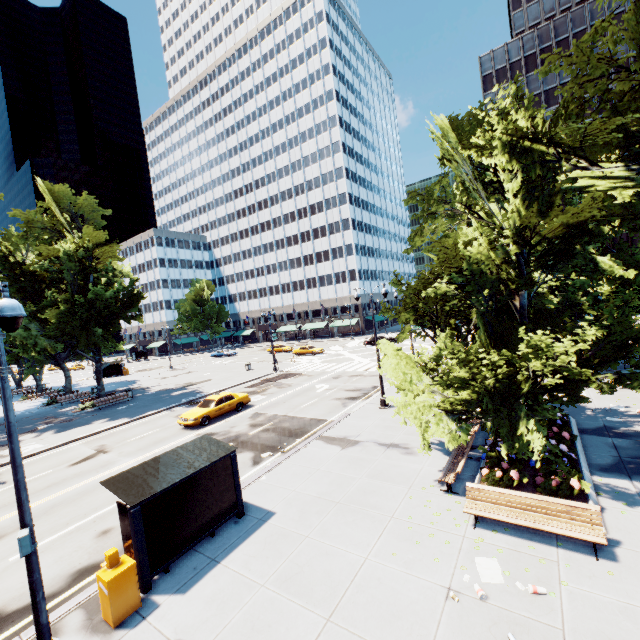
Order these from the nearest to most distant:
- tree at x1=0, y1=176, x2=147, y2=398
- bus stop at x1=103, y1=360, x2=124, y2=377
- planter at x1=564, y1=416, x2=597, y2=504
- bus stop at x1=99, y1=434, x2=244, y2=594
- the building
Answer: bus stop at x1=99, y1=434, x2=244, y2=594 → planter at x1=564, y1=416, x2=597, y2=504 → tree at x1=0, y1=176, x2=147, y2=398 → the building → bus stop at x1=103, y1=360, x2=124, y2=377

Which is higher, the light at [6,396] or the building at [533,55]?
the building at [533,55]

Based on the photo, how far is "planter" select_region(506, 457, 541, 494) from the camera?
9.6 meters

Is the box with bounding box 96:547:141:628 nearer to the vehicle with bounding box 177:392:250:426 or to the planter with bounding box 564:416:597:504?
the planter with bounding box 564:416:597:504

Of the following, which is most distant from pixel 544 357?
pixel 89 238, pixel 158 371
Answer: pixel 158 371

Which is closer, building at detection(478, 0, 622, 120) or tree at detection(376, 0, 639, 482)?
tree at detection(376, 0, 639, 482)

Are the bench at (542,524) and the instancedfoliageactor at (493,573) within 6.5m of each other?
yes

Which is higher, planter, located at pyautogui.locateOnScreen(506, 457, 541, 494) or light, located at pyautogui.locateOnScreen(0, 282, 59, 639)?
light, located at pyautogui.locateOnScreen(0, 282, 59, 639)
